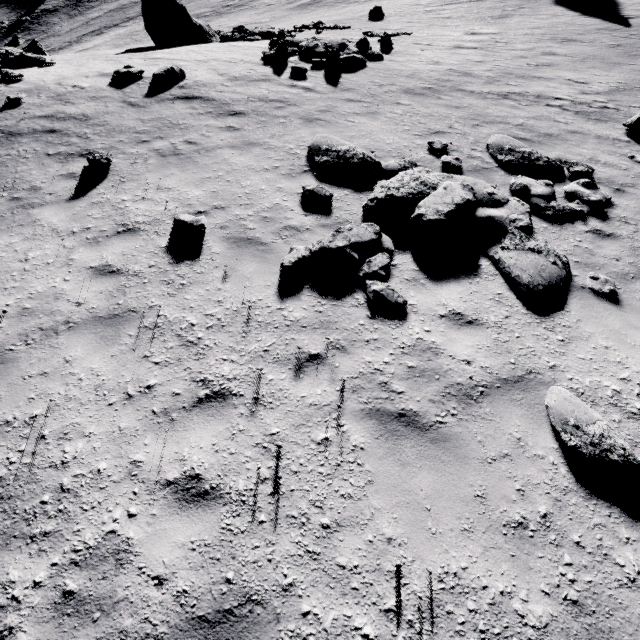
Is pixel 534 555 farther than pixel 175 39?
No

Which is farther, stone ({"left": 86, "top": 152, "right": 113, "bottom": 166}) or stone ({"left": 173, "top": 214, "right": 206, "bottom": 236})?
stone ({"left": 86, "top": 152, "right": 113, "bottom": 166})

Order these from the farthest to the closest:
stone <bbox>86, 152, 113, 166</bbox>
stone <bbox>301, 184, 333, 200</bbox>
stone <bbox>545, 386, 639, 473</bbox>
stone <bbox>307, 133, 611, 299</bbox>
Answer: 1. stone <bbox>86, 152, 113, 166</bbox>
2. stone <bbox>301, 184, 333, 200</bbox>
3. stone <bbox>307, 133, 611, 299</bbox>
4. stone <bbox>545, 386, 639, 473</bbox>

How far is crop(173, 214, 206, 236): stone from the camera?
5.9m

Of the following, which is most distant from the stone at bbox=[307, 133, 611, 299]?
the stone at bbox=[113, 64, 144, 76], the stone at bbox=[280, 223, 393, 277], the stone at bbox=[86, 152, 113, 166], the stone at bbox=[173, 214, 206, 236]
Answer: the stone at bbox=[113, 64, 144, 76]

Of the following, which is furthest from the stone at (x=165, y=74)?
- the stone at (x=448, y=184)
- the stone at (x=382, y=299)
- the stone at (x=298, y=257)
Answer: the stone at (x=382, y=299)

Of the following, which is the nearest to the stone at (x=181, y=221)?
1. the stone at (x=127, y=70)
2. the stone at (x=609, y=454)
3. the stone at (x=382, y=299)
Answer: the stone at (x=382, y=299)

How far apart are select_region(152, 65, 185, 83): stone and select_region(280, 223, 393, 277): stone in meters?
10.0 m
